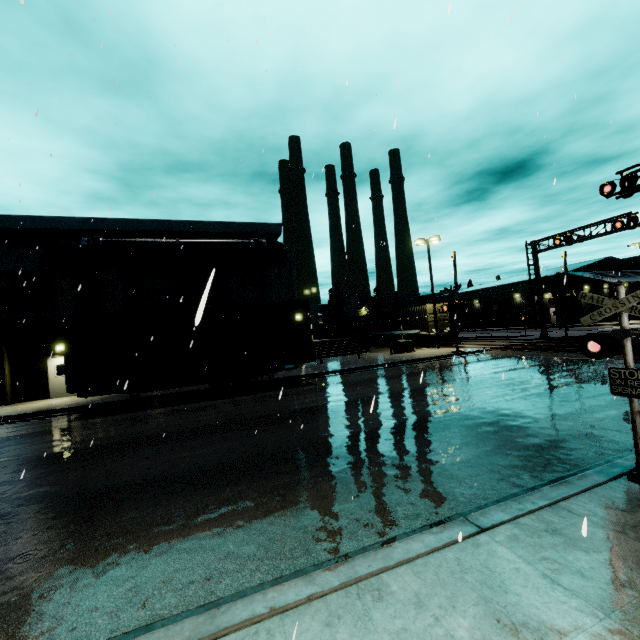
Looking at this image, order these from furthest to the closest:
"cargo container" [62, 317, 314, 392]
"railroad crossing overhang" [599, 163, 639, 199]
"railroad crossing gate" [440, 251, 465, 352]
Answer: "railroad crossing gate" [440, 251, 465, 352]
"railroad crossing overhang" [599, 163, 639, 199]
"cargo container" [62, 317, 314, 392]

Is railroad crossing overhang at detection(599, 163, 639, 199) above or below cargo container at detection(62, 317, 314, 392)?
above

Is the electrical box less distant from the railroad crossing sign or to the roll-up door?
the roll-up door

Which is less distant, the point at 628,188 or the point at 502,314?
the point at 628,188

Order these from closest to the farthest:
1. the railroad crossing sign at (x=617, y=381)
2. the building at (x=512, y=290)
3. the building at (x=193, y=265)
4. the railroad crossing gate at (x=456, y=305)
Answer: the railroad crossing sign at (x=617, y=381) < the building at (x=193, y=265) < the railroad crossing gate at (x=456, y=305) < the building at (x=512, y=290)

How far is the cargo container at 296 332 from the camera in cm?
1373

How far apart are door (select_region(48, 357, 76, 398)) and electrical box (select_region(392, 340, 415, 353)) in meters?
22.7

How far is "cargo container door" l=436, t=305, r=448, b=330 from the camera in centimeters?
3114cm
